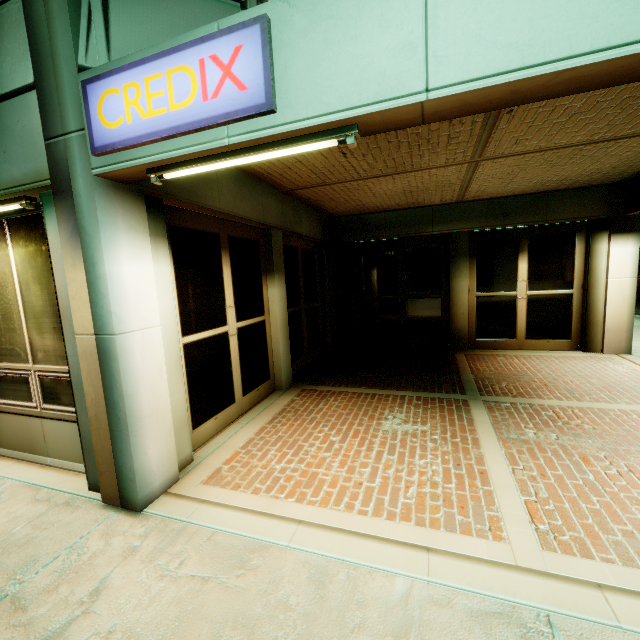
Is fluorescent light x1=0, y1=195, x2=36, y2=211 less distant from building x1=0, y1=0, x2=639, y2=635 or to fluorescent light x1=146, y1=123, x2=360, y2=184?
building x1=0, y1=0, x2=639, y2=635

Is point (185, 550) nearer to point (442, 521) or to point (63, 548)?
point (63, 548)

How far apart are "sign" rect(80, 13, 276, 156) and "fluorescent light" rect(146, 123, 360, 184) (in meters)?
0.15

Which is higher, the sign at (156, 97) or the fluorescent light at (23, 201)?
the sign at (156, 97)

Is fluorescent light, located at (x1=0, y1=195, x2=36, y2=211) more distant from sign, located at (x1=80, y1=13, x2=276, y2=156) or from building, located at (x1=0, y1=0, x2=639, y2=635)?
sign, located at (x1=80, y1=13, x2=276, y2=156)

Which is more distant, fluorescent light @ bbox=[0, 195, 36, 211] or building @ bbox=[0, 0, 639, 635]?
fluorescent light @ bbox=[0, 195, 36, 211]

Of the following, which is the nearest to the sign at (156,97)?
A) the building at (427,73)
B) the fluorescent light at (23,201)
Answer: the building at (427,73)

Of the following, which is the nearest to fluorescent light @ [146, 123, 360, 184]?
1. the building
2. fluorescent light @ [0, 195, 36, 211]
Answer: the building
